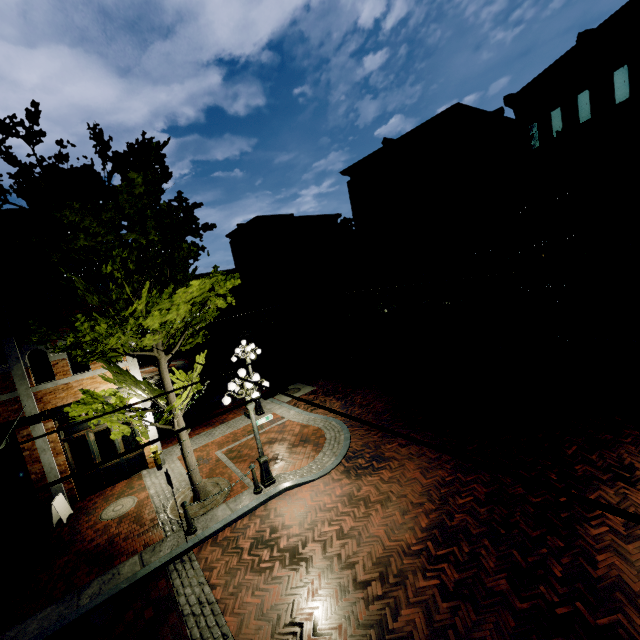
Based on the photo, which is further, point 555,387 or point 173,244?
point 555,387

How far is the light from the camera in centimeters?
952cm

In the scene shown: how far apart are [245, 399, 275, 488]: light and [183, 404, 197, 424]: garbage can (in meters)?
7.03

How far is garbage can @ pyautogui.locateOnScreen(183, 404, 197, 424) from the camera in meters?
15.6 m

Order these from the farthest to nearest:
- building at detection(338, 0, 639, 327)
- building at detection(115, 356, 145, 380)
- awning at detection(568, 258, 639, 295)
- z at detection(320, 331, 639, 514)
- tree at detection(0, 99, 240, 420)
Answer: building at detection(338, 0, 639, 327)
awning at detection(568, 258, 639, 295)
building at detection(115, 356, 145, 380)
z at detection(320, 331, 639, 514)
tree at detection(0, 99, 240, 420)

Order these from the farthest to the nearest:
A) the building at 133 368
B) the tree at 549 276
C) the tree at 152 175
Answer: the tree at 549 276
the building at 133 368
the tree at 152 175

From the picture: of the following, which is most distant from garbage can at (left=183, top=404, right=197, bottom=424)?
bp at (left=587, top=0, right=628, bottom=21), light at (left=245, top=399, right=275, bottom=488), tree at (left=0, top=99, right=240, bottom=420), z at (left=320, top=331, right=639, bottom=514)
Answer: bp at (left=587, top=0, right=628, bottom=21)

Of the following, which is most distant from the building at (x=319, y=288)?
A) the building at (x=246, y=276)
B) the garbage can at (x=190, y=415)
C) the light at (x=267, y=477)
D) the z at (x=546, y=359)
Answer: the garbage can at (x=190, y=415)
